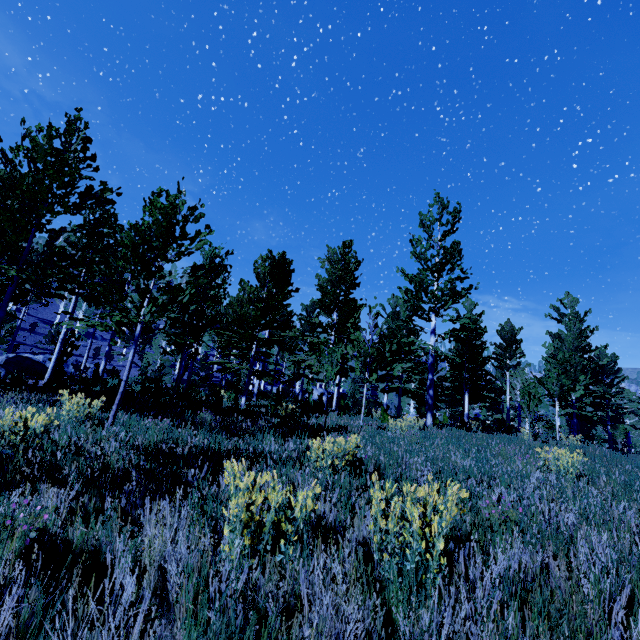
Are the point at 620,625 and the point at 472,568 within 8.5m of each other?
yes
